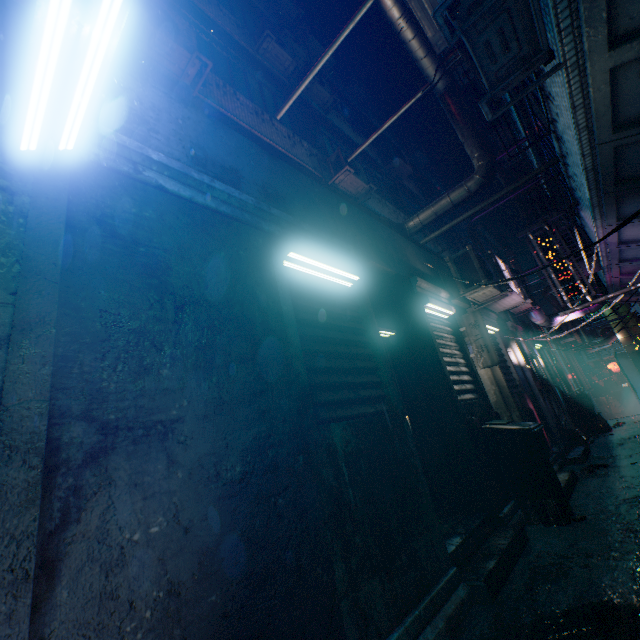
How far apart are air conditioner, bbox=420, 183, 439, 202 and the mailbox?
12.09m

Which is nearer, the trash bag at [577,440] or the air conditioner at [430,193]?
the trash bag at [577,440]

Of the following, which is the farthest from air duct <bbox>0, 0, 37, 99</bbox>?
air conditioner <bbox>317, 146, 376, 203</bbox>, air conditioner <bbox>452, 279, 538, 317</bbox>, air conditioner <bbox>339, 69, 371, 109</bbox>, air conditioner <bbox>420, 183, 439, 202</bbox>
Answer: air conditioner <bbox>420, 183, 439, 202</bbox>

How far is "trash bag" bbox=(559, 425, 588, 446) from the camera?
6.5m

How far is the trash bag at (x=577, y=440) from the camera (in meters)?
Answer: 6.54

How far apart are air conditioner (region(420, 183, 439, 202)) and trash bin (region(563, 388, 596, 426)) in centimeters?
891cm

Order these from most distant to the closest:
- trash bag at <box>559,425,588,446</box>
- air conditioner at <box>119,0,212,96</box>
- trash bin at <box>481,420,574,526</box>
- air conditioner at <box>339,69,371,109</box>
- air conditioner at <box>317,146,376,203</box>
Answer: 1. air conditioner at <box>339,69,371,109</box>
2. air conditioner at <box>317,146,376,203</box>
3. trash bag at <box>559,425,588,446</box>
4. air conditioner at <box>119,0,212,96</box>
5. trash bin at <box>481,420,574,526</box>

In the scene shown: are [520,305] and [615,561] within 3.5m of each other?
no
